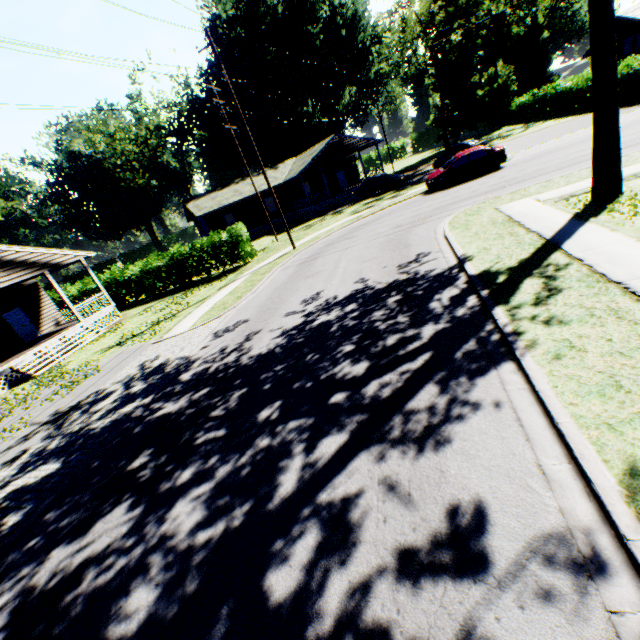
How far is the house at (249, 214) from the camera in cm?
3428

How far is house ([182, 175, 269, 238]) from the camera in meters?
34.3 m

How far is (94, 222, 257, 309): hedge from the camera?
22.5 meters

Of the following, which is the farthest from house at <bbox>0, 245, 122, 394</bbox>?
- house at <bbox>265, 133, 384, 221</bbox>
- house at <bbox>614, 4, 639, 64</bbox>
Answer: house at <bbox>614, 4, 639, 64</bbox>

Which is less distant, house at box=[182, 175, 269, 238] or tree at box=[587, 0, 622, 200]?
tree at box=[587, 0, 622, 200]

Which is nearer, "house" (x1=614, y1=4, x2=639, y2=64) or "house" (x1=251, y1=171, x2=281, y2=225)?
"house" (x1=614, y1=4, x2=639, y2=64)

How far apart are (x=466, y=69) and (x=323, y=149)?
31.3 meters

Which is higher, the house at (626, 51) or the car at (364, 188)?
the house at (626, 51)
